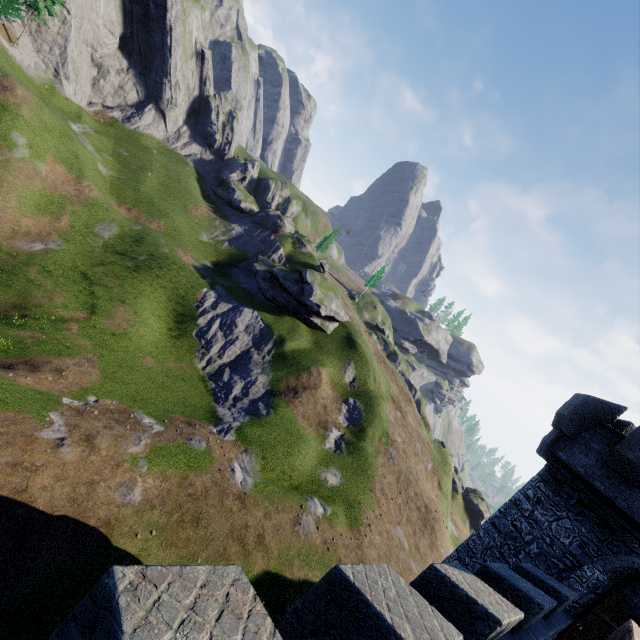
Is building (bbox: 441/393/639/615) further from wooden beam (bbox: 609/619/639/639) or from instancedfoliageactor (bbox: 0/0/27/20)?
instancedfoliageactor (bbox: 0/0/27/20)

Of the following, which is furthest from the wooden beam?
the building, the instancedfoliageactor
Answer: the instancedfoliageactor

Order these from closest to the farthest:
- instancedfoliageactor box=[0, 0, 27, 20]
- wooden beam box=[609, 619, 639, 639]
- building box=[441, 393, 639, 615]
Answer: wooden beam box=[609, 619, 639, 639] → building box=[441, 393, 639, 615] → instancedfoliageactor box=[0, 0, 27, 20]

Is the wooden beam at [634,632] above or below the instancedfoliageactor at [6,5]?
above

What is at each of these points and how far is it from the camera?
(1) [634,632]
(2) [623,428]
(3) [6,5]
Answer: (1) wooden beam, 3.7m
(2) building, 13.8m
(3) instancedfoliageactor, 40.4m

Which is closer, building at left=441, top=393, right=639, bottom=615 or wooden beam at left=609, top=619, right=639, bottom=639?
wooden beam at left=609, top=619, right=639, bottom=639

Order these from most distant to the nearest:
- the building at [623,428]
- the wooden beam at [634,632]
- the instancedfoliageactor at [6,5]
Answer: the instancedfoliageactor at [6,5], the building at [623,428], the wooden beam at [634,632]
